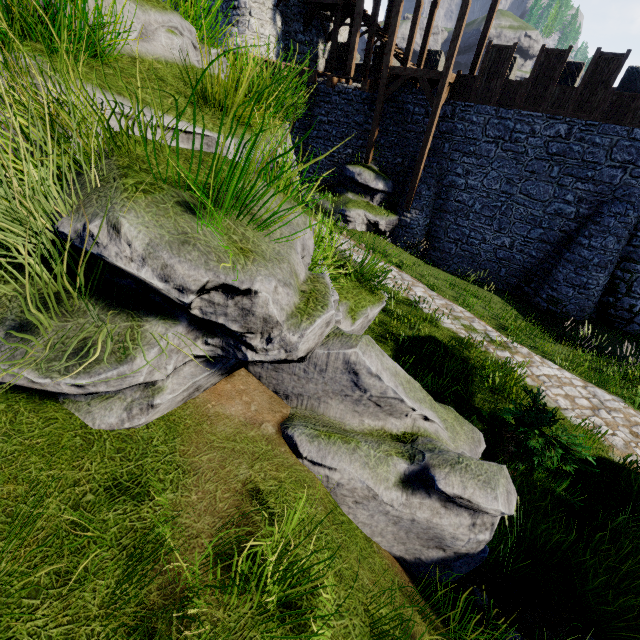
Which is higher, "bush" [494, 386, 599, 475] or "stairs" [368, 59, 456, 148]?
"stairs" [368, 59, 456, 148]

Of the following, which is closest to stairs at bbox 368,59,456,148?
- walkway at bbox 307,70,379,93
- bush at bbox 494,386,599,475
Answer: walkway at bbox 307,70,379,93

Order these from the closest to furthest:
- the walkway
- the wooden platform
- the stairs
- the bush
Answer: the bush
the stairs
the walkway
the wooden platform

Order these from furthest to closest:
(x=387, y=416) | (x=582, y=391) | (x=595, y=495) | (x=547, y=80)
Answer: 1. (x=547, y=80)
2. (x=582, y=391)
3. (x=595, y=495)
4. (x=387, y=416)

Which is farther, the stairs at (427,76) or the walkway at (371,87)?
the walkway at (371,87)

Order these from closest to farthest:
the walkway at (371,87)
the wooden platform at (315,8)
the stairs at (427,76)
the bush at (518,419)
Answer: the bush at (518,419), the stairs at (427,76), the walkway at (371,87), the wooden platform at (315,8)

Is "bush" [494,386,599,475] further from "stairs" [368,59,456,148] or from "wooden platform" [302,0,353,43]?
"wooden platform" [302,0,353,43]

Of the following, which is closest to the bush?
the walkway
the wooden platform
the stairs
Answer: the stairs
